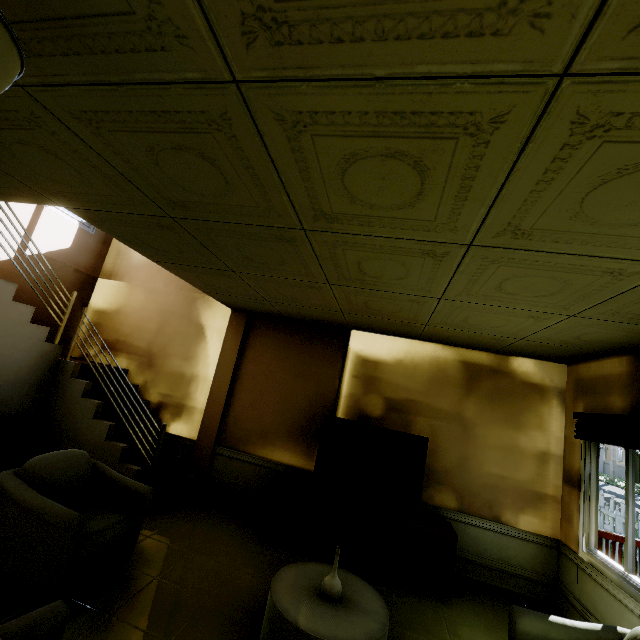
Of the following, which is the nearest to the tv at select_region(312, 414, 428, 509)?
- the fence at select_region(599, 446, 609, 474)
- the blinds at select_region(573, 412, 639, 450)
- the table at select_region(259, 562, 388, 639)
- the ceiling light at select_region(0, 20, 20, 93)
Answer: the table at select_region(259, 562, 388, 639)

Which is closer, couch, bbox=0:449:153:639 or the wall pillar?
couch, bbox=0:449:153:639

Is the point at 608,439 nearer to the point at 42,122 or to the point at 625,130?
the point at 625,130

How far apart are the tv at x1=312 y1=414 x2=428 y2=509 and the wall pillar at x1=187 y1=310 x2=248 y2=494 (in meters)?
1.69

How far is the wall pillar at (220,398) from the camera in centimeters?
476cm

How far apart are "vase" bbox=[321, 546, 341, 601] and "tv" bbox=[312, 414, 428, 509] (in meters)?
1.46

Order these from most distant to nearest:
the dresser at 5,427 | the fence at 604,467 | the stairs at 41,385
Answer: the fence at 604,467 < the stairs at 41,385 < the dresser at 5,427

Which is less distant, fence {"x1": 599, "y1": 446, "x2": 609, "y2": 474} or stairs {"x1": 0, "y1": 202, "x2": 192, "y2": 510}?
stairs {"x1": 0, "y1": 202, "x2": 192, "y2": 510}
